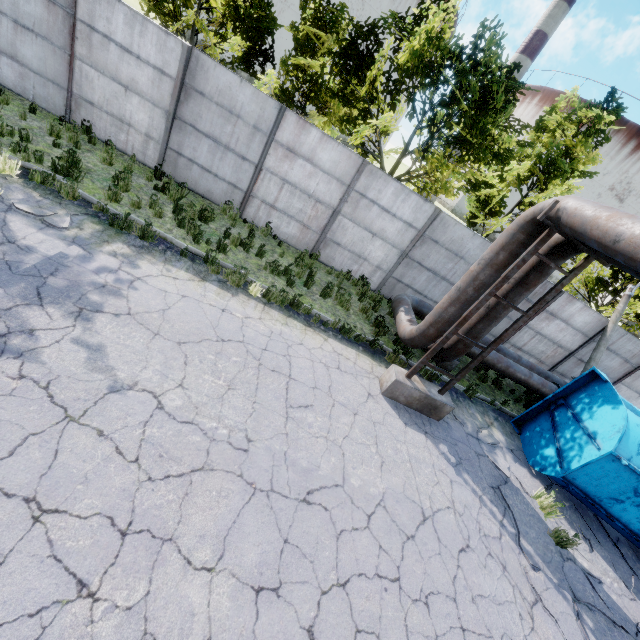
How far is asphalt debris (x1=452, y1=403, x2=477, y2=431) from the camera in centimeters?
859cm

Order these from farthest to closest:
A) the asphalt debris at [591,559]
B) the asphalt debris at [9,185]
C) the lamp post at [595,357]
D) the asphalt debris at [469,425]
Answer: the lamp post at [595,357]
the asphalt debris at [469,425]
the asphalt debris at [9,185]
the asphalt debris at [591,559]

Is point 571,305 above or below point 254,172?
above

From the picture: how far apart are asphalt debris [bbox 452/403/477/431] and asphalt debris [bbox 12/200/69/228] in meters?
10.0

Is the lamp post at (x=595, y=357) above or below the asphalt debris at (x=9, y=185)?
above

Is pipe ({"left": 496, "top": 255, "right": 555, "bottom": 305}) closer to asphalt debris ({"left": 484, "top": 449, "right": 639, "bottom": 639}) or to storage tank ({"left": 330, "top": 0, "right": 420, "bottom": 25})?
asphalt debris ({"left": 484, "top": 449, "right": 639, "bottom": 639})

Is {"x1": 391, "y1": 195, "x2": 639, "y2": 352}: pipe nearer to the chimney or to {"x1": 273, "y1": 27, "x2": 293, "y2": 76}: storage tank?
the chimney

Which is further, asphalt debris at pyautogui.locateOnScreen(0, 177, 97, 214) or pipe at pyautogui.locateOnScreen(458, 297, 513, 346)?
pipe at pyautogui.locateOnScreen(458, 297, 513, 346)
